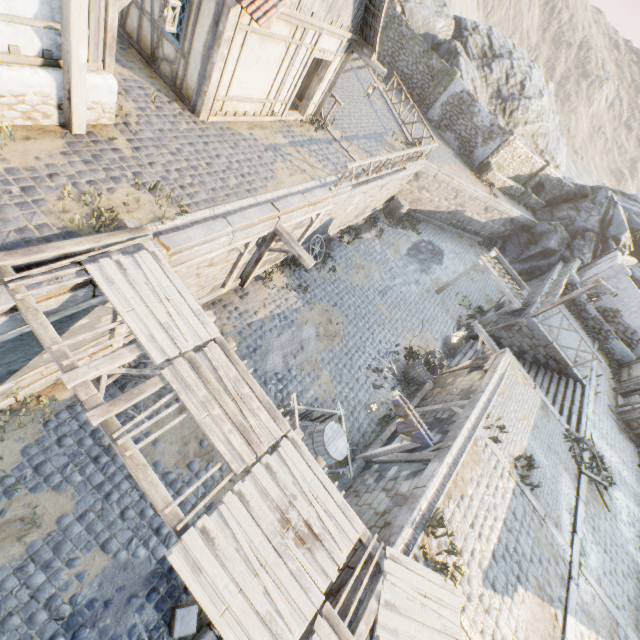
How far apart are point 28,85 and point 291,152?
6.9 meters

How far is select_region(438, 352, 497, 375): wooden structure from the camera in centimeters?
1169cm

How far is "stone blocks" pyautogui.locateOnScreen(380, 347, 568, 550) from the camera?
6.3 meters

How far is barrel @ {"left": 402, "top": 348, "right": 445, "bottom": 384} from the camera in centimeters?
1271cm

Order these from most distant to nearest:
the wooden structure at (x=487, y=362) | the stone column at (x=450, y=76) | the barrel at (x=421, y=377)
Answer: the stone column at (x=450, y=76)
the barrel at (x=421, y=377)
the wooden structure at (x=487, y=362)

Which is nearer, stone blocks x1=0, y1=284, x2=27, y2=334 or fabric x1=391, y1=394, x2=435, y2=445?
stone blocks x1=0, y1=284, x2=27, y2=334

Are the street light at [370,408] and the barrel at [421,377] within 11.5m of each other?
yes

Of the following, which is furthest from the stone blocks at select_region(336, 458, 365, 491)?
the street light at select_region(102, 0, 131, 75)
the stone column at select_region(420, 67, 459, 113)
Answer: the stone column at select_region(420, 67, 459, 113)
